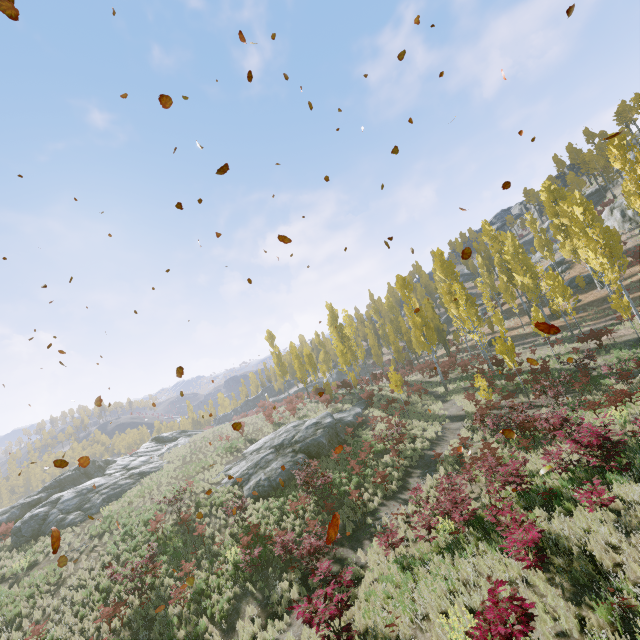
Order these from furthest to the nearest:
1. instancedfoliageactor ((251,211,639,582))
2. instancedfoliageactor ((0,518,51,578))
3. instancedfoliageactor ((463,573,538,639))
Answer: instancedfoliageactor ((0,518,51,578)), instancedfoliageactor ((251,211,639,582)), instancedfoliageactor ((463,573,538,639))

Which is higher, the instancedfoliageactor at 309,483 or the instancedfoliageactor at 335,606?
the instancedfoliageactor at 309,483

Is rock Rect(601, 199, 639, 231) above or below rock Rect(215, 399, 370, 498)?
above

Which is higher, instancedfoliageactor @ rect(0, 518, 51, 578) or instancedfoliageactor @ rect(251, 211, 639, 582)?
instancedfoliageactor @ rect(0, 518, 51, 578)

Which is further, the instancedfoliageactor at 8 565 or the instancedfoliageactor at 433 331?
the instancedfoliageactor at 8 565

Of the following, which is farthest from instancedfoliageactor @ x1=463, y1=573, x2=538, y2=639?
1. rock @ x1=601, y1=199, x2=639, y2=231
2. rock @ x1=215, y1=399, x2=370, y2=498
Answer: rock @ x1=601, y1=199, x2=639, y2=231

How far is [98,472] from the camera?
35.2 meters
